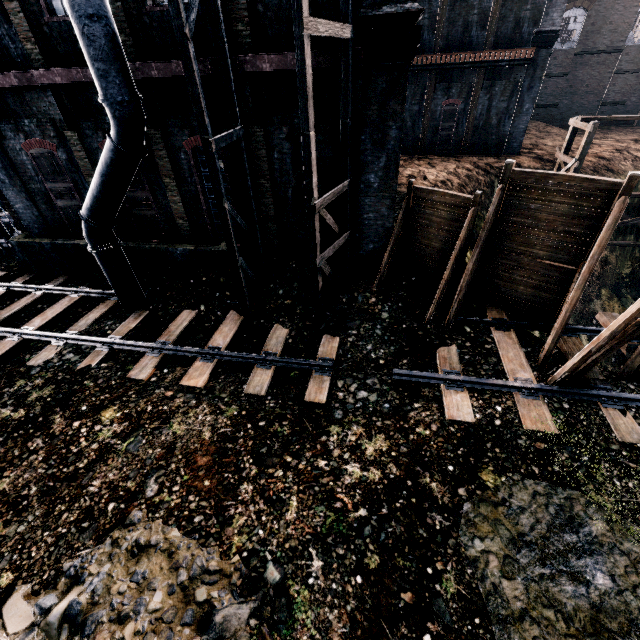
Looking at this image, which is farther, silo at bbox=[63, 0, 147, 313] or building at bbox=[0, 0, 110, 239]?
building at bbox=[0, 0, 110, 239]

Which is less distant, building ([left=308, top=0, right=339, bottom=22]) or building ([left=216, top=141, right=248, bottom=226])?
building ([left=308, top=0, right=339, bottom=22])

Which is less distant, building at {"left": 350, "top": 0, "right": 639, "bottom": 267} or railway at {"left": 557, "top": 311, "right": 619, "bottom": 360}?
building at {"left": 350, "top": 0, "right": 639, "bottom": 267}

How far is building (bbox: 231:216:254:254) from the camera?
13.1m

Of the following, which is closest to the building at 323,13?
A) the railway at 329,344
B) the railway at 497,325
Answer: the railway at 329,344

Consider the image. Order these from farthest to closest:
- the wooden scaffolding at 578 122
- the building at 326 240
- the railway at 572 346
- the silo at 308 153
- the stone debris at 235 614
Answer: the wooden scaffolding at 578 122 → the building at 326 240 → the railway at 572 346 → the silo at 308 153 → the stone debris at 235 614

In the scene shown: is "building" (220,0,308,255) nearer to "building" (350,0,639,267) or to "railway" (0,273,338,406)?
"railway" (0,273,338,406)

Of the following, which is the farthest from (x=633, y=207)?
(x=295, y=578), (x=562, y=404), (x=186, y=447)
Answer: (x=186, y=447)
